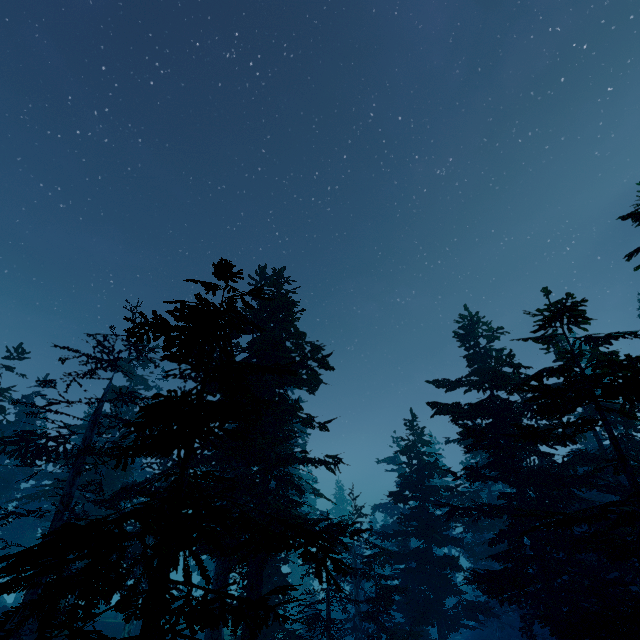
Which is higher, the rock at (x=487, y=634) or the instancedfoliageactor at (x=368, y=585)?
the instancedfoliageactor at (x=368, y=585)

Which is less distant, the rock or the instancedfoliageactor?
the instancedfoliageactor

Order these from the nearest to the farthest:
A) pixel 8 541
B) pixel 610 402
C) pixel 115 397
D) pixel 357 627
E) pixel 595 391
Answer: pixel 610 402 < pixel 115 397 < pixel 357 627 < pixel 595 391 < pixel 8 541

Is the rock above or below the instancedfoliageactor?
below

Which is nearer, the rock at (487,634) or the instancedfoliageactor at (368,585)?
the instancedfoliageactor at (368,585)
